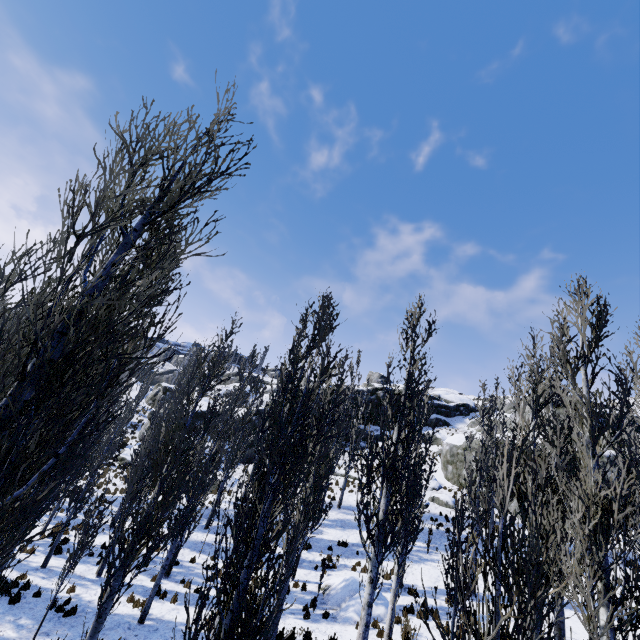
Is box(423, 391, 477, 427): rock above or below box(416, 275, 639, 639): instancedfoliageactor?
above

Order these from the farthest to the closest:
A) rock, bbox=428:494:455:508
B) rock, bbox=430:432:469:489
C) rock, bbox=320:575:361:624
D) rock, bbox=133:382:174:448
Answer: rock, bbox=133:382:174:448, rock, bbox=430:432:469:489, rock, bbox=428:494:455:508, rock, bbox=320:575:361:624

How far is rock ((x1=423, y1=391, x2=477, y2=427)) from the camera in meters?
42.5 m

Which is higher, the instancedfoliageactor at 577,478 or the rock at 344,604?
the instancedfoliageactor at 577,478

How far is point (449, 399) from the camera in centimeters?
4947cm

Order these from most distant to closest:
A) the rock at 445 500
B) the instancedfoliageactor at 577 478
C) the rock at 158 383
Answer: the rock at 158 383 < the rock at 445 500 < the instancedfoliageactor at 577 478

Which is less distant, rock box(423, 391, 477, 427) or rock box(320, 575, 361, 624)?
rock box(320, 575, 361, 624)
